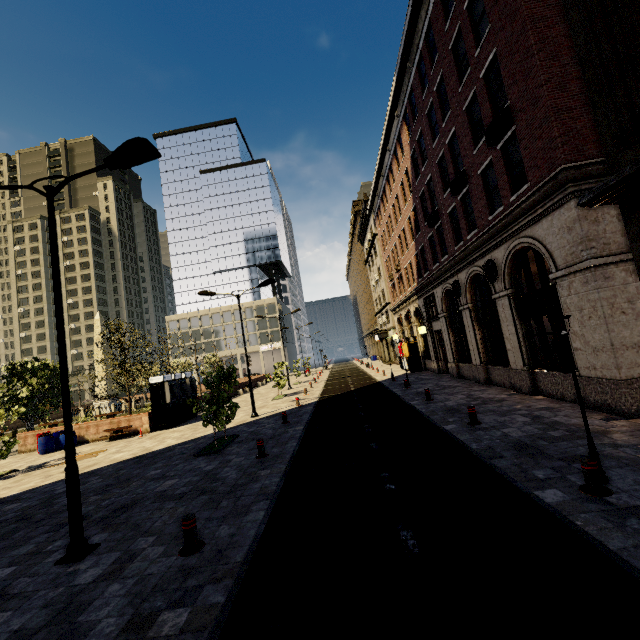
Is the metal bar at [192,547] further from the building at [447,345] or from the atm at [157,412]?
the atm at [157,412]

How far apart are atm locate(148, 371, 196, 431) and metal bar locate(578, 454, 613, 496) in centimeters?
1987cm

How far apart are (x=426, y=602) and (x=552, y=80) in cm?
1307

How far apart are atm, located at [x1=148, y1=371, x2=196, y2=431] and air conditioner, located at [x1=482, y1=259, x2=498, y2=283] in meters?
18.5

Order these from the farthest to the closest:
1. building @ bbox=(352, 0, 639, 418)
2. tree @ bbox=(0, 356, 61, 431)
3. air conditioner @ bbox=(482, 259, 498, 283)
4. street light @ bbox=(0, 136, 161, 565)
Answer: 1. tree @ bbox=(0, 356, 61, 431)
2. air conditioner @ bbox=(482, 259, 498, 283)
3. building @ bbox=(352, 0, 639, 418)
4. street light @ bbox=(0, 136, 161, 565)

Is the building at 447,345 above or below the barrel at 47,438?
above

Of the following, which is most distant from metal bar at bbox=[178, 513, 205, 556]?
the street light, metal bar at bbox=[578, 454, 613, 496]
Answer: metal bar at bbox=[578, 454, 613, 496]

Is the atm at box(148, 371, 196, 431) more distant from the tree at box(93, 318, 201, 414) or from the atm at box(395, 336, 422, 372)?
the atm at box(395, 336, 422, 372)
